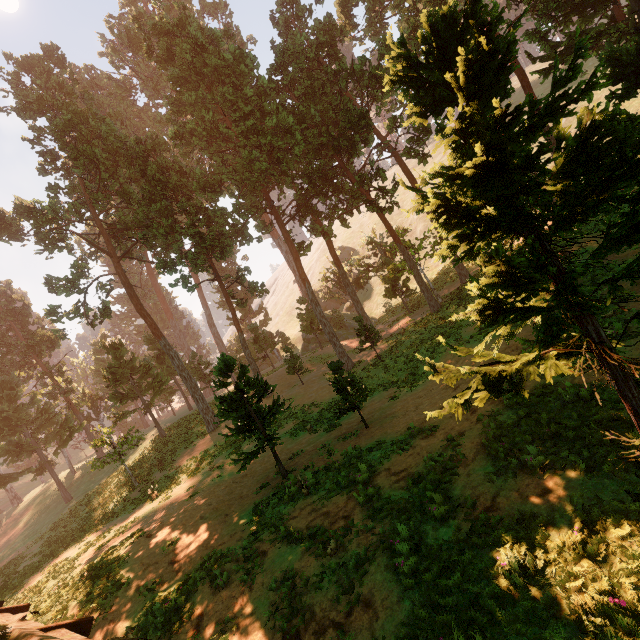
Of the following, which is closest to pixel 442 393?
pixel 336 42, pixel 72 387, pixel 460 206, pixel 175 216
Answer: pixel 460 206

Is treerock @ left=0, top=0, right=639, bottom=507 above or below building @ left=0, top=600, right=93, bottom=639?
above

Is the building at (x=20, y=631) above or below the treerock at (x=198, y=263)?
below
